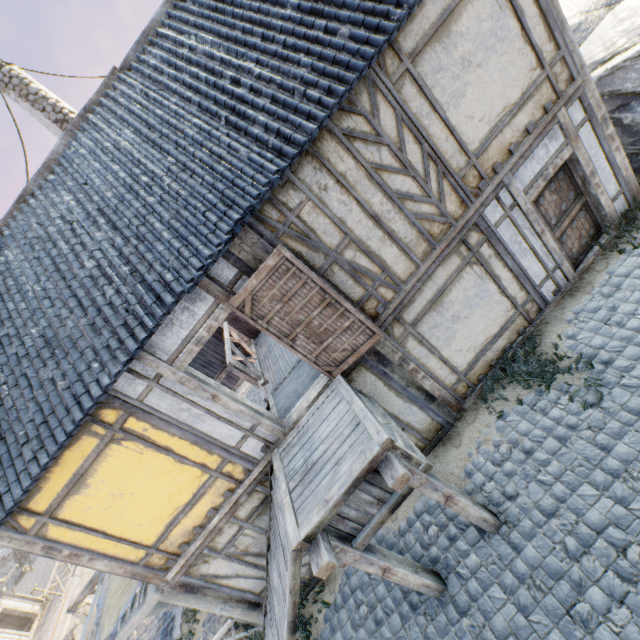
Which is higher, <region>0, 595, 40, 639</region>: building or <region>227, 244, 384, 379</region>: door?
<region>227, 244, 384, 379</region>: door

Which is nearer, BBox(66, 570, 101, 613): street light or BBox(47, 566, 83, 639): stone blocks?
BBox(66, 570, 101, 613): street light

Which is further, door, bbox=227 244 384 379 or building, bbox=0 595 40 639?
building, bbox=0 595 40 639

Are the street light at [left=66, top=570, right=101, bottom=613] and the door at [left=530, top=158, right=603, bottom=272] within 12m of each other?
no

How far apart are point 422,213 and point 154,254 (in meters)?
4.11

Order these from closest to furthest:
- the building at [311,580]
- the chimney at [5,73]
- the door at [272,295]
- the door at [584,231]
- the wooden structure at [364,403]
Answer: the wooden structure at [364,403] < the door at [272,295] < the door at [584,231] < the building at [311,580] < the chimney at [5,73]

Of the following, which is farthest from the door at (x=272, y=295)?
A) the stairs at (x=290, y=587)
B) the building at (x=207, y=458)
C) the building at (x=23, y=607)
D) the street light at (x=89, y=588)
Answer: the building at (x=23, y=607)

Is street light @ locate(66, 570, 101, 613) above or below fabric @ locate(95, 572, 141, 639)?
below
